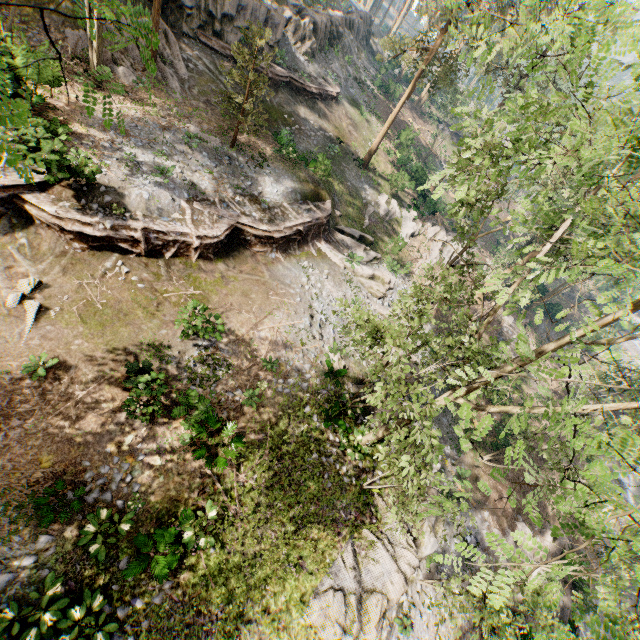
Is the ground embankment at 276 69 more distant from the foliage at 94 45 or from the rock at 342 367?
the rock at 342 367

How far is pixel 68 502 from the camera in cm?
975

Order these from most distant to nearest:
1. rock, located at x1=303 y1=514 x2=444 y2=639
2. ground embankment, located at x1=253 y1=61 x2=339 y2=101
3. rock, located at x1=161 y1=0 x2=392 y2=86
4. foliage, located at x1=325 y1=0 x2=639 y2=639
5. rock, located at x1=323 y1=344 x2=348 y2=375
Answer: ground embankment, located at x1=253 y1=61 x2=339 y2=101 < rock, located at x1=161 y1=0 x2=392 y2=86 < rock, located at x1=323 y1=344 x2=348 y2=375 < rock, located at x1=303 y1=514 x2=444 y2=639 < foliage, located at x1=325 y1=0 x2=639 y2=639

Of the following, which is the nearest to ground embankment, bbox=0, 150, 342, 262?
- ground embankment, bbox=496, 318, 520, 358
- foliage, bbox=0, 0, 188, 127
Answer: foliage, bbox=0, 0, 188, 127

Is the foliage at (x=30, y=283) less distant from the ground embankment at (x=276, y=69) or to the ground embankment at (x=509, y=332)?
the ground embankment at (x=509, y=332)

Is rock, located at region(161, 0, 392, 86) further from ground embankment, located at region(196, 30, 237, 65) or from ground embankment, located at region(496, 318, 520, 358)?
ground embankment, located at region(496, 318, 520, 358)

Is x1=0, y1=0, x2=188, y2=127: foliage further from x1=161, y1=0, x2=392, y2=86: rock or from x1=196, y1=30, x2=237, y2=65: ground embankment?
x1=196, y1=30, x2=237, y2=65: ground embankment

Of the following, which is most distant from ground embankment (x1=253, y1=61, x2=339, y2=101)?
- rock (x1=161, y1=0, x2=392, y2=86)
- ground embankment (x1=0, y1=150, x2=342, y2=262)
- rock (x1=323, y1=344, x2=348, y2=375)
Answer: rock (x1=323, y1=344, x2=348, y2=375)
